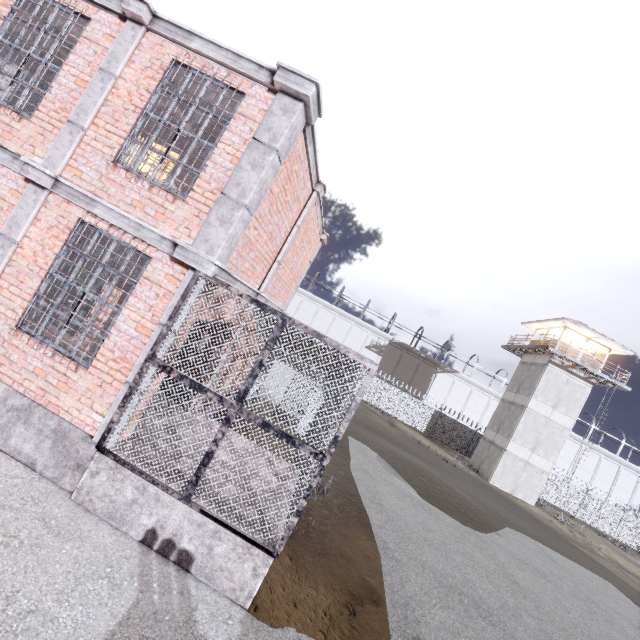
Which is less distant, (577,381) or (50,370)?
(50,370)

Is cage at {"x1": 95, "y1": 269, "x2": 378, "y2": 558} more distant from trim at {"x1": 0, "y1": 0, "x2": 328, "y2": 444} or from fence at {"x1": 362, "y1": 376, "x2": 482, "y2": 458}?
fence at {"x1": 362, "y1": 376, "x2": 482, "y2": 458}

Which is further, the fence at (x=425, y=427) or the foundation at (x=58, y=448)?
the fence at (x=425, y=427)

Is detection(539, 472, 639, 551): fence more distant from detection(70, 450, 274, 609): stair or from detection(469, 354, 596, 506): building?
detection(70, 450, 274, 609): stair

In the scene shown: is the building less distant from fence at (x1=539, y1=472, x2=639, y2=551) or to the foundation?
fence at (x1=539, y1=472, x2=639, y2=551)

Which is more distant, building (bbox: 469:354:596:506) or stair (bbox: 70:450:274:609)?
building (bbox: 469:354:596:506)

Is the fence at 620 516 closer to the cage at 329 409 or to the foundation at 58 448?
the cage at 329 409

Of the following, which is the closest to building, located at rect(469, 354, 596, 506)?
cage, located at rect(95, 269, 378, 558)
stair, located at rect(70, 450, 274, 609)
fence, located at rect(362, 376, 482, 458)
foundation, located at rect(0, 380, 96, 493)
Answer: fence, located at rect(362, 376, 482, 458)
